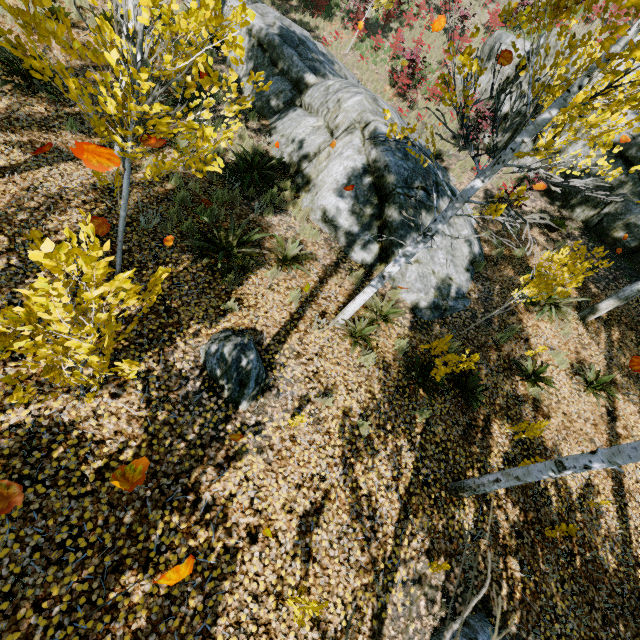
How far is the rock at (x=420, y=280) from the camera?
7.08m

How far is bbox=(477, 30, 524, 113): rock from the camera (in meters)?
13.63

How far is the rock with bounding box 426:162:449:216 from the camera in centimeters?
766cm

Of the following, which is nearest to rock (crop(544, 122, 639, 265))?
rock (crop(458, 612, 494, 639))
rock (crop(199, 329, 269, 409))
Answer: rock (crop(458, 612, 494, 639))

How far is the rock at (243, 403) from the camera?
4.5m

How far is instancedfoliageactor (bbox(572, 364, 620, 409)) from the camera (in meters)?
6.91

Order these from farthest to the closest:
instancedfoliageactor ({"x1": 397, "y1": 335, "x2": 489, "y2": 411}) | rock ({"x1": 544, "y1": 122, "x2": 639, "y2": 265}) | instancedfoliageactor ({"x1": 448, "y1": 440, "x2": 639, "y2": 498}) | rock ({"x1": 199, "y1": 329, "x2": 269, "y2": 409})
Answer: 1. rock ({"x1": 544, "y1": 122, "x2": 639, "y2": 265})
2. instancedfoliageactor ({"x1": 397, "y1": 335, "x2": 489, "y2": 411})
3. rock ({"x1": 199, "y1": 329, "x2": 269, "y2": 409})
4. instancedfoliageactor ({"x1": 448, "y1": 440, "x2": 639, "y2": 498})

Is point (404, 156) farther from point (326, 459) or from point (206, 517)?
point (206, 517)
